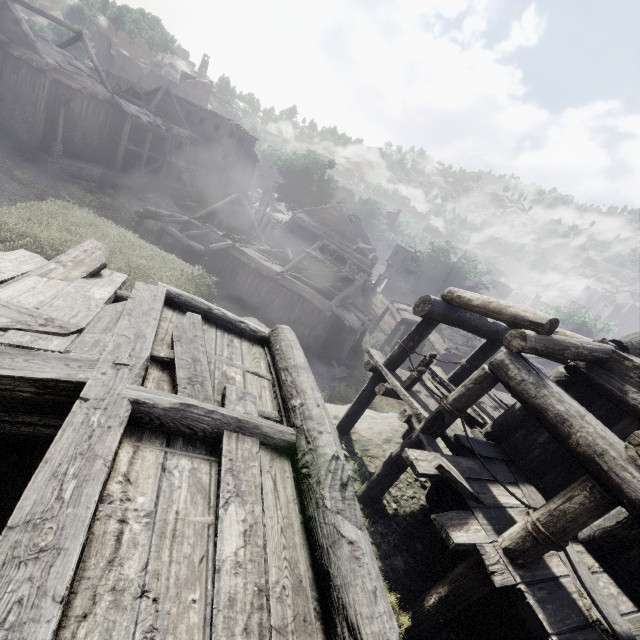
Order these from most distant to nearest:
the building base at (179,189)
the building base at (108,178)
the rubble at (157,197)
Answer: the building base at (179,189) → the rubble at (157,197) → the building base at (108,178)

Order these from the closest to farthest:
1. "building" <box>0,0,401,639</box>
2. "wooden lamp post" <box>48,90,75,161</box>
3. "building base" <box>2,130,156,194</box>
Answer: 1. "building" <box>0,0,401,639</box>
2. "wooden lamp post" <box>48,90,75,161</box>
3. "building base" <box>2,130,156,194</box>

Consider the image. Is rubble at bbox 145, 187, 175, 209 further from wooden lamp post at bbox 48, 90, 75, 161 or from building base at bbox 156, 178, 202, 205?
wooden lamp post at bbox 48, 90, 75, 161

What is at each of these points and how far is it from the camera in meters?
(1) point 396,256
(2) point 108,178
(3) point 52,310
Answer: (1) building, 46.8 m
(2) building base, 28.2 m
(3) building, 3.5 m

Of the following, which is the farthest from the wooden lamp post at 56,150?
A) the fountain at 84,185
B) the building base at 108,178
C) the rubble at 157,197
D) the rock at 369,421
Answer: the rock at 369,421

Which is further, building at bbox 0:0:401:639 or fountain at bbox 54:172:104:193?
fountain at bbox 54:172:104:193

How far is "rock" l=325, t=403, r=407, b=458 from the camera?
9.5 meters

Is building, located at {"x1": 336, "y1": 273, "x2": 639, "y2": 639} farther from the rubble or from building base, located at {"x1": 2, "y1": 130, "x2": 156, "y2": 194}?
the rubble
